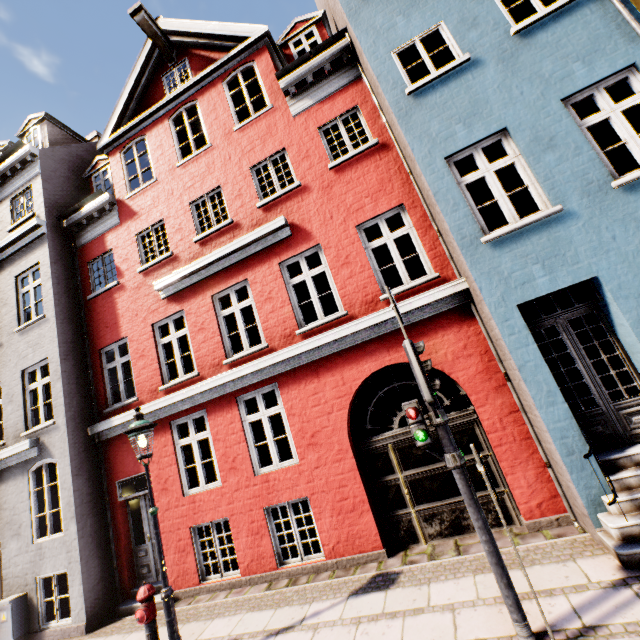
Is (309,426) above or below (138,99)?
below

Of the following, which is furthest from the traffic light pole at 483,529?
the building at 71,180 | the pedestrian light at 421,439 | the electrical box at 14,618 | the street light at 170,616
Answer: the electrical box at 14,618

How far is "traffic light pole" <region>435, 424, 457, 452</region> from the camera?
3.8 meters

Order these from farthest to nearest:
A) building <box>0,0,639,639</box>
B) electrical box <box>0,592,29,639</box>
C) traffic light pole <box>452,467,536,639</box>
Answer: electrical box <box>0,592,29,639</box> < building <box>0,0,639,639</box> < traffic light pole <box>452,467,536,639</box>

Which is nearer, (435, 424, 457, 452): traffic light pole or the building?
(435, 424, 457, 452): traffic light pole

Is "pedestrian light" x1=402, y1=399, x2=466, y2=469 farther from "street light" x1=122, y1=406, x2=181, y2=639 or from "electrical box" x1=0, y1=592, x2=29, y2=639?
"electrical box" x1=0, y1=592, x2=29, y2=639

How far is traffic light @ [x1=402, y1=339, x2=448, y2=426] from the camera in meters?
3.7

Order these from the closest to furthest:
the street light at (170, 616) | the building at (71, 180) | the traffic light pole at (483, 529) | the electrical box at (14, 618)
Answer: the traffic light pole at (483, 529) → the street light at (170, 616) → the building at (71, 180) → the electrical box at (14, 618)
